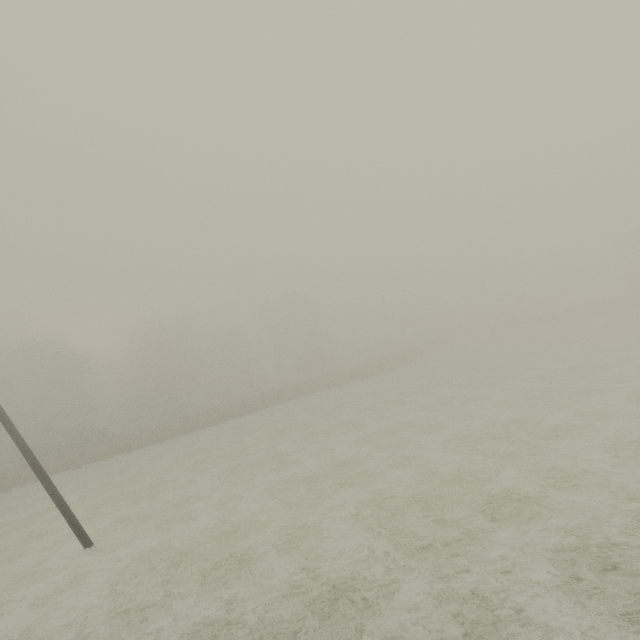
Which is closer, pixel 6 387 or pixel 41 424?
pixel 41 424
